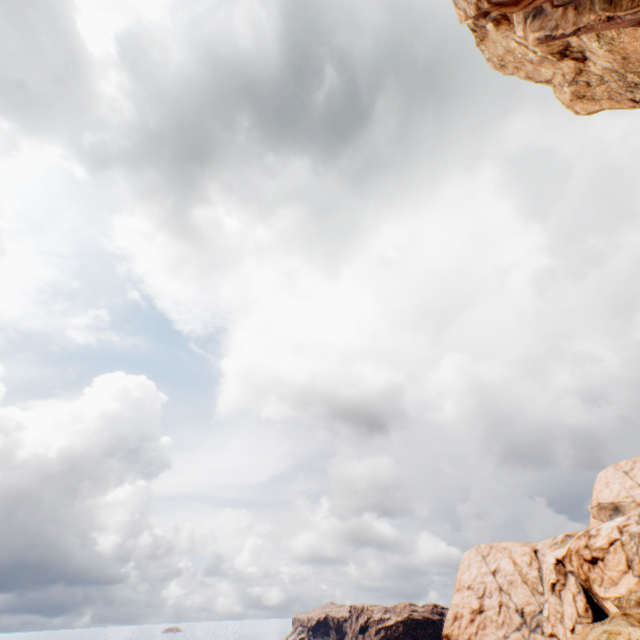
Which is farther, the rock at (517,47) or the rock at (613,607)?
the rock at (613,607)

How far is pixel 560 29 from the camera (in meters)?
7.40

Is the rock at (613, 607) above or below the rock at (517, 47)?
below

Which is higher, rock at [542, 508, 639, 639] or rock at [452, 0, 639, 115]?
rock at [452, 0, 639, 115]

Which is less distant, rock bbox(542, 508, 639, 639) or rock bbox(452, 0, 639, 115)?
rock bbox(452, 0, 639, 115)
